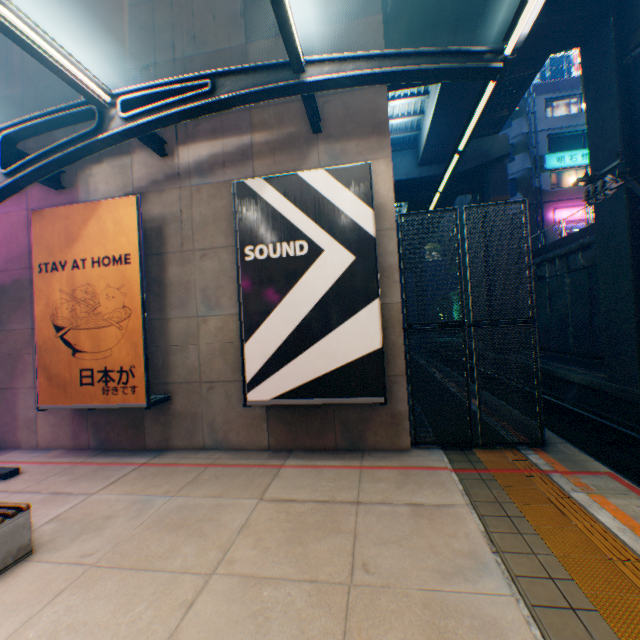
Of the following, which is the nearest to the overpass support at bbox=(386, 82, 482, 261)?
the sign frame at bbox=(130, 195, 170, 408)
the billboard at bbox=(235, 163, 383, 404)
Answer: the billboard at bbox=(235, 163, 383, 404)

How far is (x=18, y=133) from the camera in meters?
6.3

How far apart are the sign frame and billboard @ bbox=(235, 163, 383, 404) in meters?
2.0

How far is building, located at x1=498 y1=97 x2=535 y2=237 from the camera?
26.8 meters

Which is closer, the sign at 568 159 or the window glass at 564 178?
the sign at 568 159

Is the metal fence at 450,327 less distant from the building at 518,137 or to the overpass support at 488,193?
the overpass support at 488,193

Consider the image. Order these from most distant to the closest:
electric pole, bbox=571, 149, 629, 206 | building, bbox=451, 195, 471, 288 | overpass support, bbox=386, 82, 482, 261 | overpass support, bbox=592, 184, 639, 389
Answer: building, bbox=451, 195, 471, 288 → overpass support, bbox=386, 82, 482, 261 → overpass support, bbox=592, 184, 639, 389 → electric pole, bbox=571, 149, 629, 206

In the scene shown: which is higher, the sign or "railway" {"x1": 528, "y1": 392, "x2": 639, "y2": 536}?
the sign
